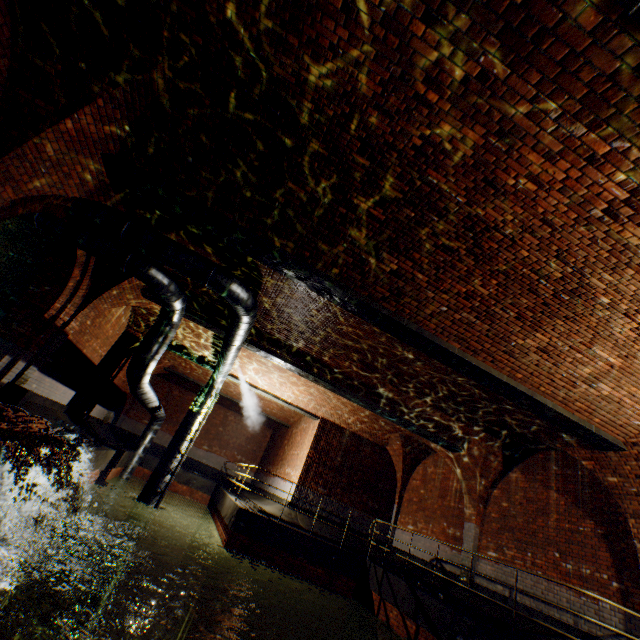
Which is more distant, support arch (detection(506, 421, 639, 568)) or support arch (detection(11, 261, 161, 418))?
support arch (detection(11, 261, 161, 418))

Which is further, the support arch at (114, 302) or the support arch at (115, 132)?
the support arch at (114, 302)

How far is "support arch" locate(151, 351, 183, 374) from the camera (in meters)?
17.05

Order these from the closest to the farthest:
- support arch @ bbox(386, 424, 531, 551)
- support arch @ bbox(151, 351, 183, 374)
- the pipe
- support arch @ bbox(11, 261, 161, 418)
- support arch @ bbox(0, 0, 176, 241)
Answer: support arch @ bbox(0, 0, 176, 241) → the pipe → support arch @ bbox(11, 261, 161, 418) → support arch @ bbox(386, 424, 531, 551) → support arch @ bbox(151, 351, 183, 374)

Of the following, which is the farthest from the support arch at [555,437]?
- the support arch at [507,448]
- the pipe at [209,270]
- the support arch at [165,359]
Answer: the support arch at [165,359]

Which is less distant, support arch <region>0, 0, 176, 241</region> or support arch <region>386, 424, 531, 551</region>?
support arch <region>0, 0, 176, 241</region>

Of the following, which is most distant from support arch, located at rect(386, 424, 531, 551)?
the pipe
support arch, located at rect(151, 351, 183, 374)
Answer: support arch, located at rect(151, 351, 183, 374)

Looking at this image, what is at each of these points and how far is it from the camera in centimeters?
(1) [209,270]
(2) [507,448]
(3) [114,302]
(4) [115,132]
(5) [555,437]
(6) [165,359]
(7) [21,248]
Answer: (1) pipe, 716cm
(2) support arch, 1058cm
(3) support arch, 965cm
(4) support arch, 500cm
(5) support arch, 845cm
(6) support arch, 1733cm
(7) building tunnel, 854cm
